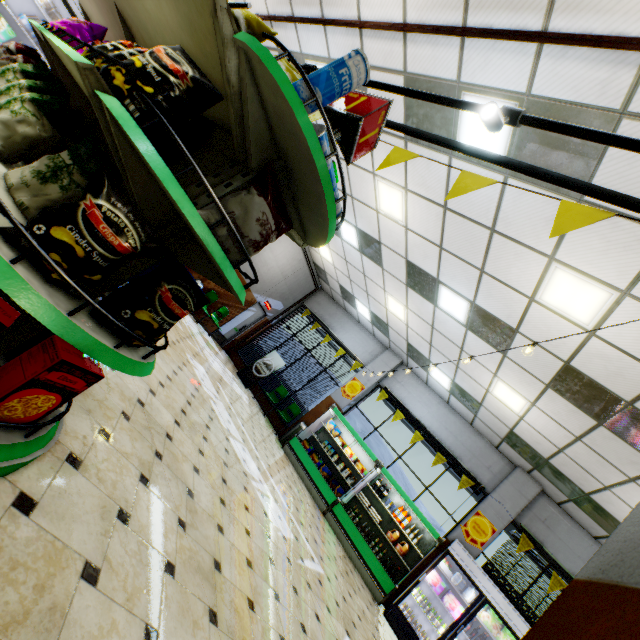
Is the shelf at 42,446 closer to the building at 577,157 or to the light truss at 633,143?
the building at 577,157

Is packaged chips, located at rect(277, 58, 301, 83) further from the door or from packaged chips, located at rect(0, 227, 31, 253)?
the door

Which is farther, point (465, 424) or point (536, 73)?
point (465, 424)

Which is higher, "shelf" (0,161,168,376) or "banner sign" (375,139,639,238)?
"banner sign" (375,139,639,238)

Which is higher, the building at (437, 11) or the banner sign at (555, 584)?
the building at (437, 11)

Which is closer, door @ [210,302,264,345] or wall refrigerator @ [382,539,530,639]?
wall refrigerator @ [382,539,530,639]

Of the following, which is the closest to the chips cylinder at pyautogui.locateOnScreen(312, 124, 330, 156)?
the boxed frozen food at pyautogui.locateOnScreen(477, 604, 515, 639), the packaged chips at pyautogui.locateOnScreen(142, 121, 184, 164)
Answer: the packaged chips at pyautogui.locateOnScreen(142, 121, 184, 164)

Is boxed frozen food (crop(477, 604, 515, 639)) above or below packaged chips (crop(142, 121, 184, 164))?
above
